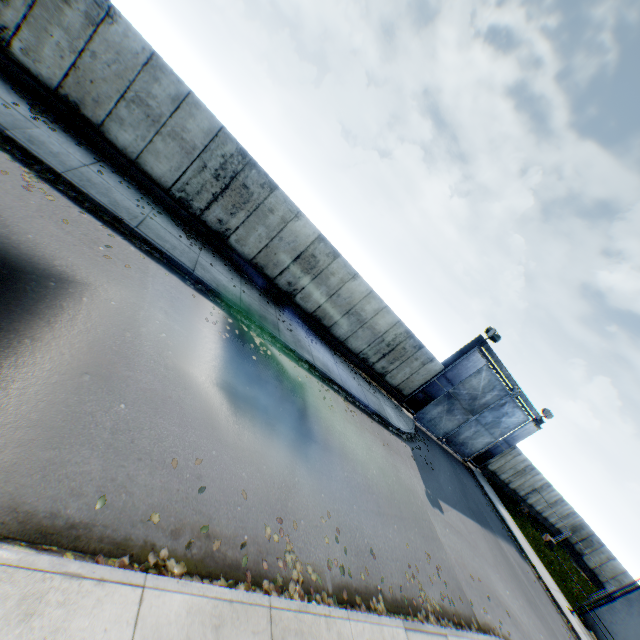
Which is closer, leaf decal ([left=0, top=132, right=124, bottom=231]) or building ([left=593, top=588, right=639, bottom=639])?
leaf decal ([left=0, top=132, right=124, bottom=231])

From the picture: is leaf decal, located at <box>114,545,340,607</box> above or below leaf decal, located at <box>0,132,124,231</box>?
below

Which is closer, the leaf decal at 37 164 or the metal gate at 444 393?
the leaf decal at 37 164

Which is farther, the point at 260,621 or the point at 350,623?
the point at 350,623

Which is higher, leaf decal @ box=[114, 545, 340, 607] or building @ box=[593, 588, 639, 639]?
building @ box=[593, 588, 639, 639]

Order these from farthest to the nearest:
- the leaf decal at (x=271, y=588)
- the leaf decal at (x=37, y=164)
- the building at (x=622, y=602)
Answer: the building at (x=622, y=602), the leaf decal at (x=37, y=164), the leaf decal at (x=271, y=588)

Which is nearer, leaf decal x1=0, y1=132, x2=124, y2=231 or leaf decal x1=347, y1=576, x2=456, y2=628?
leaf decal x1=347, y1=576, x2=456, y2=628

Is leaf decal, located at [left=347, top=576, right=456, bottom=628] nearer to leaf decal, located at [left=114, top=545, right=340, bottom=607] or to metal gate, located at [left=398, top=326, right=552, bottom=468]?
leaf decal, located at [left=114, top=545, right=340, bottom=607]
